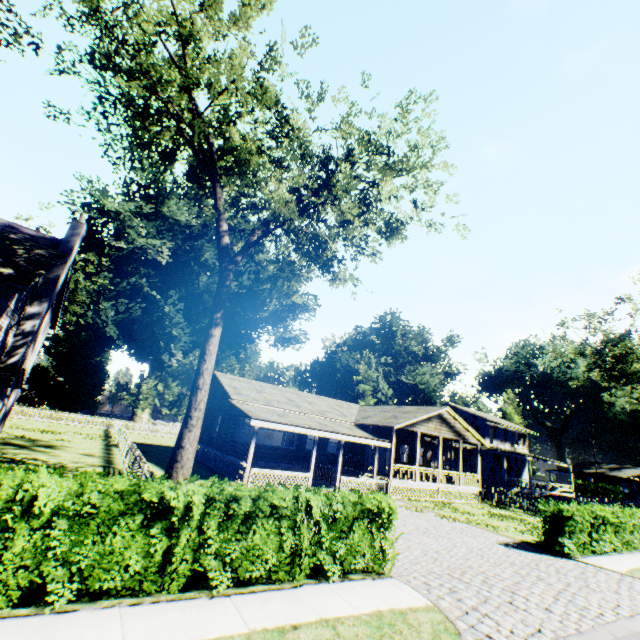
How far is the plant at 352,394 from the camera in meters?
51.4 m

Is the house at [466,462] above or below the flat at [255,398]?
below

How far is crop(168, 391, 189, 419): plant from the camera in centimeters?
5684cm

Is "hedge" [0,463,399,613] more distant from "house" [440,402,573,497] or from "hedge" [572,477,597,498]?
"hedge" [572,477,597,498]

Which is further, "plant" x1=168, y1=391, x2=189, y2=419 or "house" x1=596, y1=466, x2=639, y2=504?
"plant" x1=168, y1=391, x2=189, y2=419

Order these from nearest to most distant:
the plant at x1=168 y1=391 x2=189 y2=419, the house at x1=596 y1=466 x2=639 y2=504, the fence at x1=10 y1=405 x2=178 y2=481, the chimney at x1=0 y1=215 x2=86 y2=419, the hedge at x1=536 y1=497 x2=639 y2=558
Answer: the fence at x1=10 y1=405 x2=178 y2=481 → the hedge at x1=536 y1=497 x2=639 y2=558 → the chimney at x1=0 y1=215 x2=86 y2=419 → the house at x1=596 y1=466 x2=639 y2=504 → the plant at x1=168 y1=391 x2=189 y2=419

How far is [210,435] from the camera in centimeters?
2397cm

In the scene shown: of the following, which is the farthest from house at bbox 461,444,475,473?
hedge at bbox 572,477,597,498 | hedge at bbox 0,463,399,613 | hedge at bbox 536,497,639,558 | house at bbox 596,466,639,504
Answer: hedge at bbox 0,463,399,613
